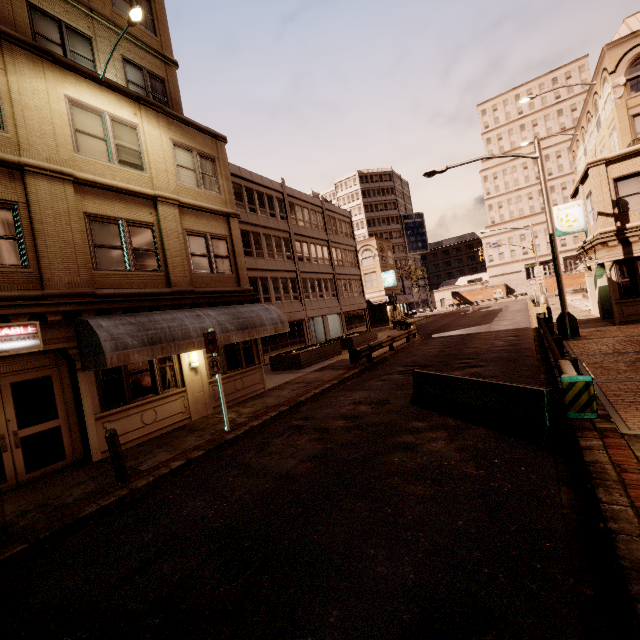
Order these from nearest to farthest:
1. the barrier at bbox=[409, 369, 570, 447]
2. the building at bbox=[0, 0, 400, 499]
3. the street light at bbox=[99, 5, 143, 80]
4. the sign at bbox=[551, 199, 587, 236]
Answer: the barrier at bbox=[409, 369, 570, 447], the building at bbox=[0, 0, 400, 499], the street light at bbox=[99, 5, 143, 80], the sign at bbox=[551, 199, 587, 236]

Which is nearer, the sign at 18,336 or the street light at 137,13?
the sign at 18,336

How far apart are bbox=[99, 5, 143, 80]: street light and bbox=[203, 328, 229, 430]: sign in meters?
8.9

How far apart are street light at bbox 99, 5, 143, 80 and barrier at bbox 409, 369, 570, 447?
12.8m

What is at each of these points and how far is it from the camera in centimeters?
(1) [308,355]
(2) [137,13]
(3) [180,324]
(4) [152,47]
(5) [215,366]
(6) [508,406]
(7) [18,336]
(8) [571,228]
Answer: (1) planter, 1995cm
(2) street light, 900cm
(3) awning, 1016cm
(4) building, 1339cm
(5) sign, 957cm
(6) barrier, 664cm
(7) sign, 784cm
(8) sign, 1895cm

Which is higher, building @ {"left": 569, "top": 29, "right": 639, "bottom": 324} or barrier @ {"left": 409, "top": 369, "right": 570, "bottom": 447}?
building @ {"left": 569, "top": 29, "right": 639, "bottom": 324}

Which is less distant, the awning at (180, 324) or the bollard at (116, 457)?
the bollard at (116, 457)

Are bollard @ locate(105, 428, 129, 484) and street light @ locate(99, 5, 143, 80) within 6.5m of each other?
no
